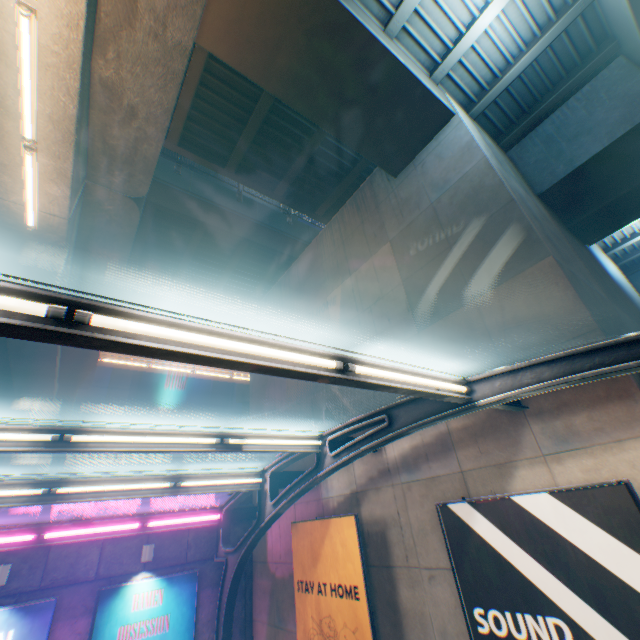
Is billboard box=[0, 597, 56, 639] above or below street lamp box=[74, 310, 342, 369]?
below

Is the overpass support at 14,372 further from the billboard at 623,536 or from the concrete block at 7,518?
the billboard at 623,536

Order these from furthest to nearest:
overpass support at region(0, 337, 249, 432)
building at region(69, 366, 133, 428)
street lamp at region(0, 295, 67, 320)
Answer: building at region(69, 366, 133, 428), overpass support at region(0, 337, 249, 432), street lamp at region(0, 295, 67, 320)

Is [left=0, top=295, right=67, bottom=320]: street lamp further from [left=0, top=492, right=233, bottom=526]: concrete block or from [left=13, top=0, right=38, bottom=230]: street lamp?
[left=0, top=492, right=233, bottom=526]: concrete block

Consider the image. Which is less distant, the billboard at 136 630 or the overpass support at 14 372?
the billboard at 136 630

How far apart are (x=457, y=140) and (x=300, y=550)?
10.89m

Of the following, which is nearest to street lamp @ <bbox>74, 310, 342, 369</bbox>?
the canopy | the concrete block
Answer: the canopy

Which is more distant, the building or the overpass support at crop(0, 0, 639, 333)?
the building
